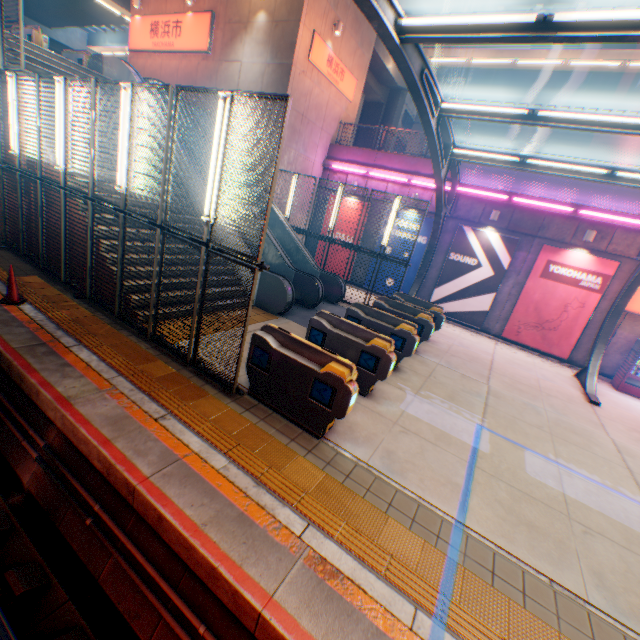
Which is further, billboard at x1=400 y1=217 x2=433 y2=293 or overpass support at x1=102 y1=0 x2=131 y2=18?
overpass support at x1=102 y1=0 x2=131 y2=18

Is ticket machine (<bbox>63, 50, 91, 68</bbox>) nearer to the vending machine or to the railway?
the railway

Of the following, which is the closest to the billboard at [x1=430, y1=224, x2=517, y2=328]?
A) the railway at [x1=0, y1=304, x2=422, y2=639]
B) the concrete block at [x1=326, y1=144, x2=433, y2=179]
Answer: the concrete block at [x1=326, y1=144, x2=433, y2=179]

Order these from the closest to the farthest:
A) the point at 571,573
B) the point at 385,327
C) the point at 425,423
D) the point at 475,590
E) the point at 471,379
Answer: the point at 475,590
the point at 571,573
the point at 425,423
the point at 385,327
the point at 471,379

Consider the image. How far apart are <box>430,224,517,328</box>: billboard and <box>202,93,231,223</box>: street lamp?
12.67m

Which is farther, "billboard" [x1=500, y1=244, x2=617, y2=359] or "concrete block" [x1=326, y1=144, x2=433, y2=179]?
"concrete block" [x1=326, y1=144, x2=433, y2=179]

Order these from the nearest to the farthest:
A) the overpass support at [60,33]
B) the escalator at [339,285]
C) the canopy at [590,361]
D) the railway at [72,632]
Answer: the railway at [72,632]
the escalator at [339,285]
the canopy at [590,361]
the overpass support at [60,33]

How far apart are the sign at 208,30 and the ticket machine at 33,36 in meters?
5.7 m
